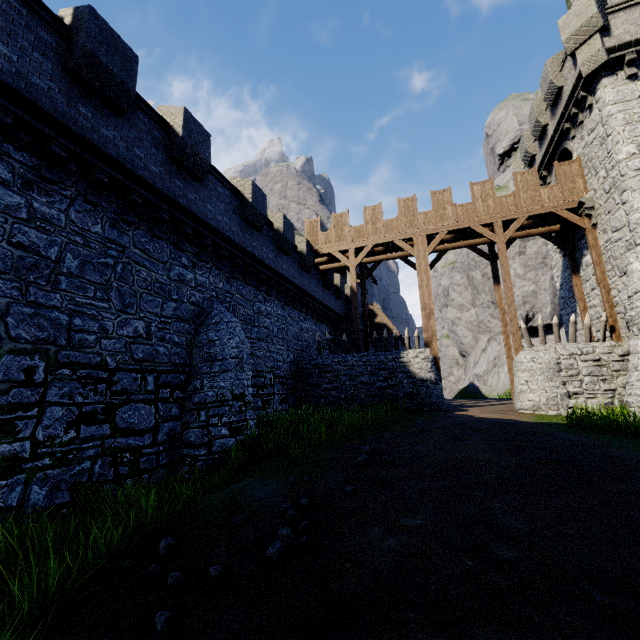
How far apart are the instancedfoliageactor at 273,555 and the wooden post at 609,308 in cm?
A: 1640

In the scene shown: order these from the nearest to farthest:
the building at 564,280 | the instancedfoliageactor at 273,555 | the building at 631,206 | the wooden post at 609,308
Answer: the instancedfoliageactor at 273,555 < the building at 631,206 < the wooden post at 609,308 < the building at 564,280

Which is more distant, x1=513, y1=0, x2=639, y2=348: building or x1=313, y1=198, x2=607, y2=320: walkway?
x1=313, y1=198, x2=607, y2=320: walkway

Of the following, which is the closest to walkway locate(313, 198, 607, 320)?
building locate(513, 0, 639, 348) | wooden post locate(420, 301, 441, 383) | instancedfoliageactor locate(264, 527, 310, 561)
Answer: wooden post locate(420, 301, 441, 383)

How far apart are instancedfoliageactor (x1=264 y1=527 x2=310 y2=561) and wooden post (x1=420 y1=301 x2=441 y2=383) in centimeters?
1317cm

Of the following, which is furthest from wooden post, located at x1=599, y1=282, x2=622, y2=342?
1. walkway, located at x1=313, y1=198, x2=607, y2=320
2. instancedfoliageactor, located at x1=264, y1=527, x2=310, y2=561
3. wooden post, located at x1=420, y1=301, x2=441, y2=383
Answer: instancedfoliageactor, located at x1=264, y1=527, x2=310, y2=561

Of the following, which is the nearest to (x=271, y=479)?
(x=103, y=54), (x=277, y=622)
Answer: (x=277, y=622)

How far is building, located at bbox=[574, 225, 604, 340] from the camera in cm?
1590
